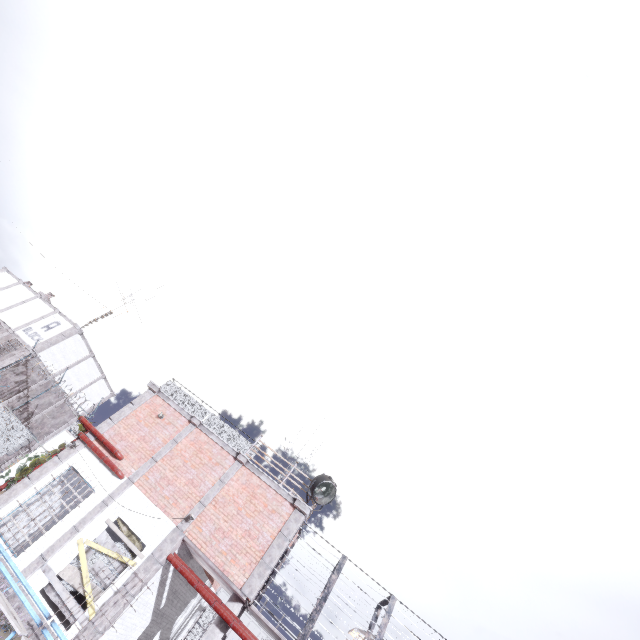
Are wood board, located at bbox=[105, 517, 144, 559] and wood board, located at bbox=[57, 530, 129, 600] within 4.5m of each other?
yes

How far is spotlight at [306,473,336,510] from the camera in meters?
12.5

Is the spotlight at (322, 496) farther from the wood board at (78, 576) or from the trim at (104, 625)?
the wood board at (78, 576)

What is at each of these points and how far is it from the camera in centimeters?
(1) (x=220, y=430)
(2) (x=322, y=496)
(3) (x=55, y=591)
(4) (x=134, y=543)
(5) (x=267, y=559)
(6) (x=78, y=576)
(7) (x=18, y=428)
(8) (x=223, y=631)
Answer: (1) metal railing, 1441cm
(2) spotlight, 1304cm
(3) wood board, 1000cm
(4) wood board, 1112cm
(5) trim, 1102cm
(6) wood board, 1029cm
(7) fence, 1461cm
(8) column, 1019cm

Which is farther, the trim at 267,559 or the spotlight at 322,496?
the spotlight at 322,496

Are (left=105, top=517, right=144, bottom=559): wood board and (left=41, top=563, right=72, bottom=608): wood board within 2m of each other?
yes

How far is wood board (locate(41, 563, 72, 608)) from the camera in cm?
977

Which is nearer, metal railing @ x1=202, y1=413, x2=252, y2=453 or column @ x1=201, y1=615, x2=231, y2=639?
column @ x1=201, y1=615, x2=231, y2=639
